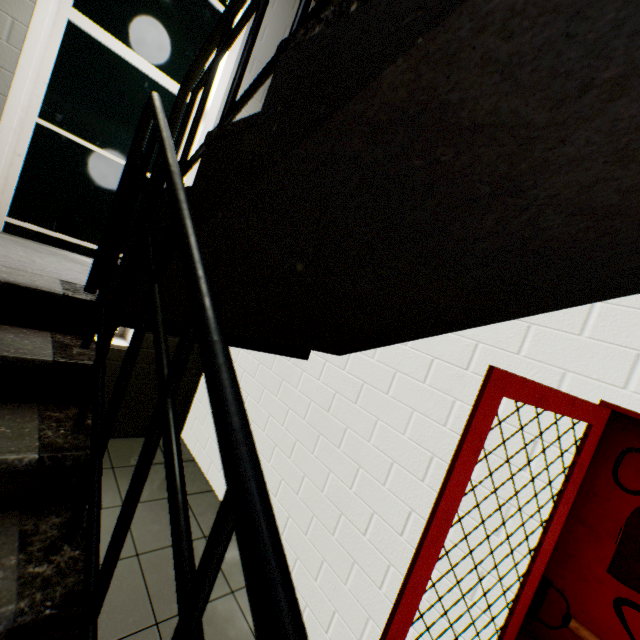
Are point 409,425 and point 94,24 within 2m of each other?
no

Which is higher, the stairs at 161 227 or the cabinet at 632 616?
the stairs at 161 227

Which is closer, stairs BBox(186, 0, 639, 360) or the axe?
stairs BBox(186, 0, 639, 360)

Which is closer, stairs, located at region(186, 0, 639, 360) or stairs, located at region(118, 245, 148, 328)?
stairs, located at region(186, 0, 639, 360)

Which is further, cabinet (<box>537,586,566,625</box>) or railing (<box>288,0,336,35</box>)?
cabinet (<box>537,586,566,625</box>)

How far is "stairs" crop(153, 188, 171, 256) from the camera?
1.1m

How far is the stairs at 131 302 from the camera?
1.1m

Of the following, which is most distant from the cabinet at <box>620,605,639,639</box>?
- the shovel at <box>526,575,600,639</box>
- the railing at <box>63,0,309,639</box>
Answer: the railing at <box>63,0,309,639</box>
